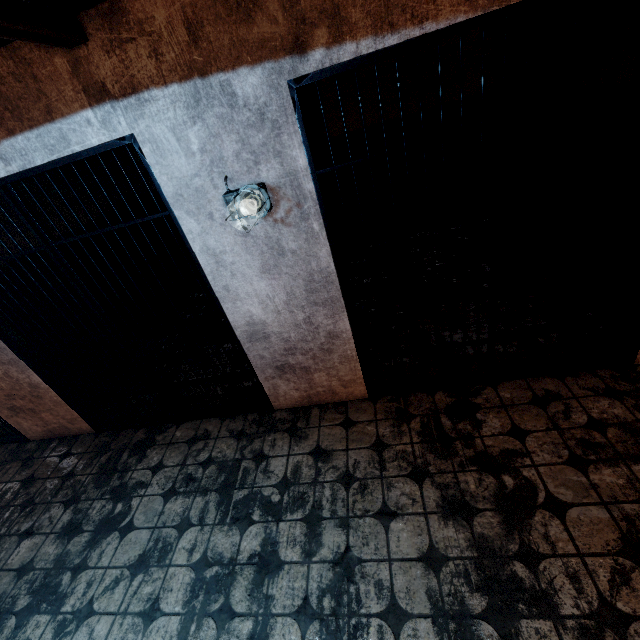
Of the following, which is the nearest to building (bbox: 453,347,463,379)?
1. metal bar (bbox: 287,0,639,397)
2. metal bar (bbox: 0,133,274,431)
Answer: metal bar (bbox: 287,0,639,397)

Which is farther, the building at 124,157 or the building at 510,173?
the building at 124,157

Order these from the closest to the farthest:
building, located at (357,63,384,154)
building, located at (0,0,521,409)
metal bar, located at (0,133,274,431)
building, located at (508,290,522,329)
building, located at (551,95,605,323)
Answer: building, located at (0,0,521,409)
metal bar, located at (0,133,274,431)
building, located at (551,95,605,323)
building, located at (508,290,522,329)
building, located at (357,63,384,154)

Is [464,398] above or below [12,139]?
below

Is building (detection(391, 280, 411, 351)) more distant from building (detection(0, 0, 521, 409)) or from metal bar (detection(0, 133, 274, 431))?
metal bar (detection(0, 133, 274, 431))

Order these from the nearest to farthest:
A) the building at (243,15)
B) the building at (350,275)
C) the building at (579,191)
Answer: the building at (243,15) → the building at (579,191) → the building at (350,275)
